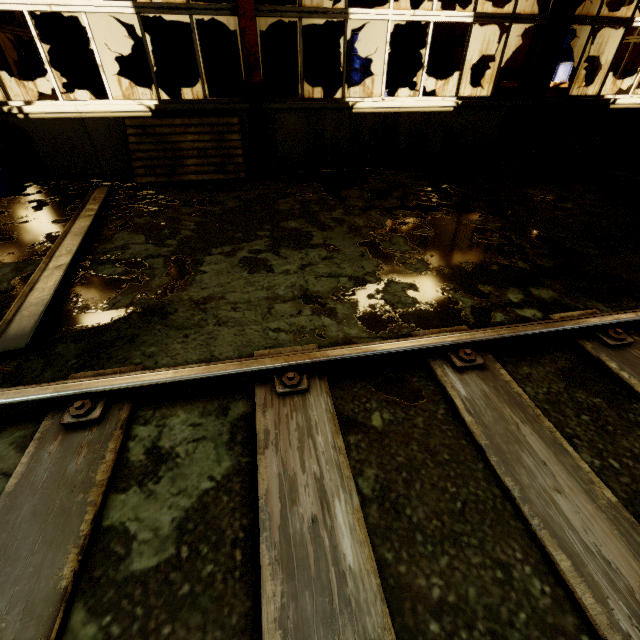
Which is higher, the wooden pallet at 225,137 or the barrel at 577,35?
the barrel at 577,35

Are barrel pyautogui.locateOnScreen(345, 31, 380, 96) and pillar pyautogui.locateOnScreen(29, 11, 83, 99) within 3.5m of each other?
no

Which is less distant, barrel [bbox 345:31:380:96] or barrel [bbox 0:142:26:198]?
barrel [bbox 0:142:26:198]

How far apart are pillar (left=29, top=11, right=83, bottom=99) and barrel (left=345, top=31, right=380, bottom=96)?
6.89m

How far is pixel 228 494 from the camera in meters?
1.3 m

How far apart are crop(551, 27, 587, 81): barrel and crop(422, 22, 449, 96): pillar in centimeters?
251cm

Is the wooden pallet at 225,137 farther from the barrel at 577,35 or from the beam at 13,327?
the barrel at 577,35

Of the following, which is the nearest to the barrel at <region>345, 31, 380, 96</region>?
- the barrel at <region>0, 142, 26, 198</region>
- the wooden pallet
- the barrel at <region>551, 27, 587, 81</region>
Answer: the barrel at <region>551, 27, 587, 81</region>
